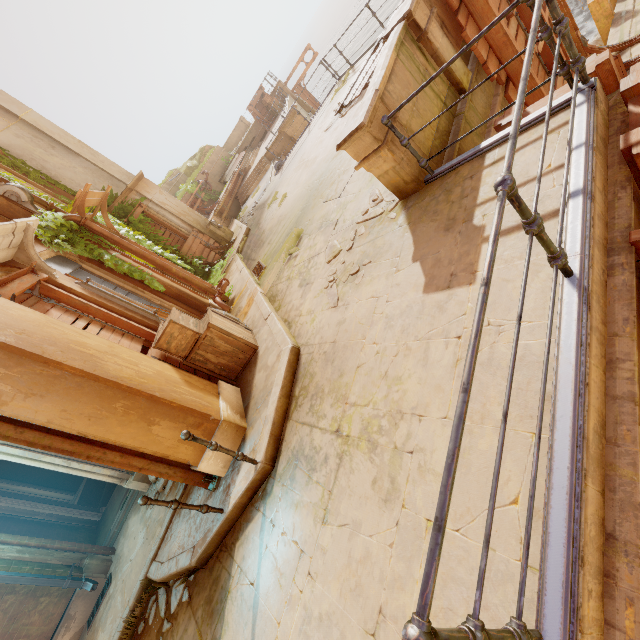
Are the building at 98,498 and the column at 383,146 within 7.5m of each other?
no

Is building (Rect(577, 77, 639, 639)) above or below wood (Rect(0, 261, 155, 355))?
below

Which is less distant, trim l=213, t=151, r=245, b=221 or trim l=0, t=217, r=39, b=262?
trim l=0, t=217, r=39, b=262

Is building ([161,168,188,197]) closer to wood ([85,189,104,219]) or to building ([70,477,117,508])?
wood ([85,189,104,219])

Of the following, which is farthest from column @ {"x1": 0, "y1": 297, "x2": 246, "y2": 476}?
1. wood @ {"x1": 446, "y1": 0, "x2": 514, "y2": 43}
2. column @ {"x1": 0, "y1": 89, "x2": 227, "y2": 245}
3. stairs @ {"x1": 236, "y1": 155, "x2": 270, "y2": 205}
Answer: stairs @ {"x1": 236, "y1": 155, "x2": 270, "y2": 205}

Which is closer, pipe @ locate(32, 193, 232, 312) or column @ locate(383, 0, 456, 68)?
column @ locate(383, 0, 456, 68)

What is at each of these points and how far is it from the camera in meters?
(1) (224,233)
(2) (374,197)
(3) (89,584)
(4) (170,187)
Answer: (1) pump, 15.2
(2) rubble, 5.1
(3) pipe, 5.9
(4) building, 23.1

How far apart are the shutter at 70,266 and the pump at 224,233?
7.42m
